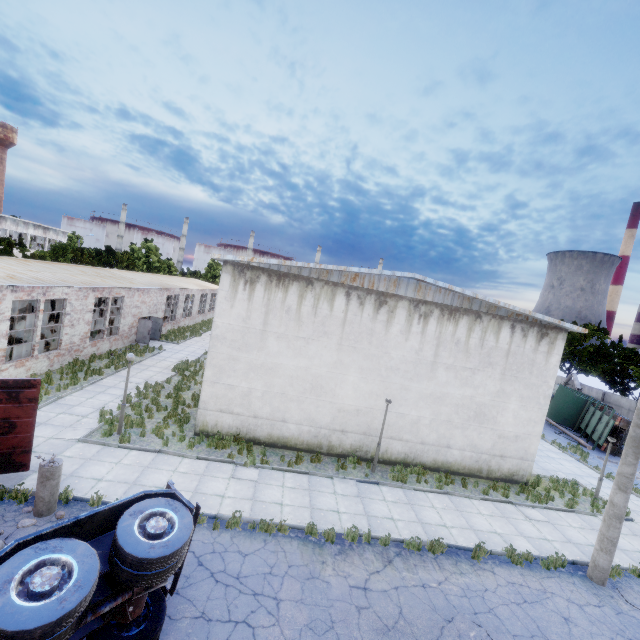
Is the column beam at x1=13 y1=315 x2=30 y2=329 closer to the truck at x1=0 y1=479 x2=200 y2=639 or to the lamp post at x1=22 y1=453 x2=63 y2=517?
the lamp post at x1=22 y1=453 x2=63 y2=517

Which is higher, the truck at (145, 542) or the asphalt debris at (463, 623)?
the truck at (145, 542)

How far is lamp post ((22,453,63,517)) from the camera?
8.53m

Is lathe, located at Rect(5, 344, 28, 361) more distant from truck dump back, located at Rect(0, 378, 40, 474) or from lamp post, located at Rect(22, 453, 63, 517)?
lamp post, located at Rect(22, 453, 63, 517)

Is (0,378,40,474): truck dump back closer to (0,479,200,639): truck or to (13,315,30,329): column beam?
(0,479,200,639): truck

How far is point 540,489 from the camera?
15.8m

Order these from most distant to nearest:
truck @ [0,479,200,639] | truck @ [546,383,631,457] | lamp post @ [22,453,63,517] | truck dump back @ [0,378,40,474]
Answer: truck @ [546,383,631,457] < truck dump back @ [0,378,40,474] < lamp post @ [22,453,63,517] < truck @ [0,479,200,639]

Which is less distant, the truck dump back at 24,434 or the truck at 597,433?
the truck dump back at 24,434
